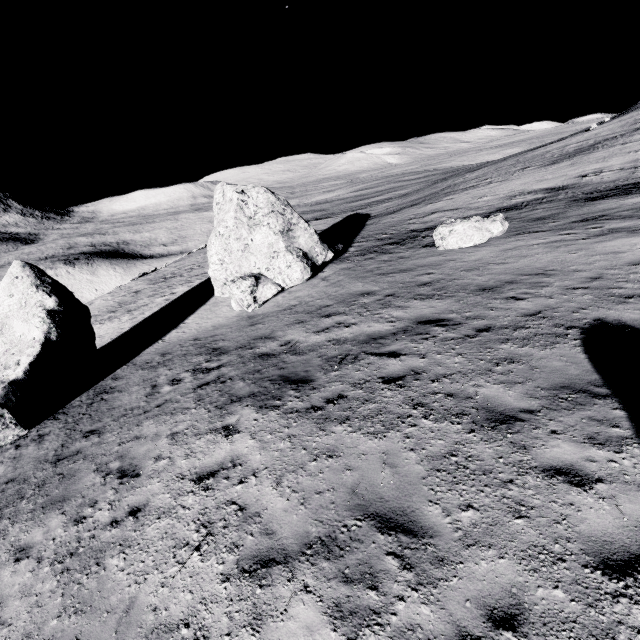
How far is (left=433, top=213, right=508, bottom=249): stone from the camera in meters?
14.1 m

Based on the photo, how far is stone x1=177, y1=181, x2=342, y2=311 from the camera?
15.7m

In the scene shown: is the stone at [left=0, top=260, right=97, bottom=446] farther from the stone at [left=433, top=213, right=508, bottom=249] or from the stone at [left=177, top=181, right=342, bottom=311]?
the stone at [left=433, top=213, right=508, bottom=249]

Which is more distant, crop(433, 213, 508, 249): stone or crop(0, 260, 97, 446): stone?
crop(433, 213, 508, 249): stone

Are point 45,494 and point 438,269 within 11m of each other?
no

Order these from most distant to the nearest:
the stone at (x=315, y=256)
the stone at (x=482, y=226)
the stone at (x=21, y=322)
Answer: the stone at (x=315, y=256) < the stone at (x=482, y=226) < the stone at (x=21, y=322)

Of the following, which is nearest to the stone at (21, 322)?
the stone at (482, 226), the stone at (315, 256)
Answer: the stone at (315, 256)
